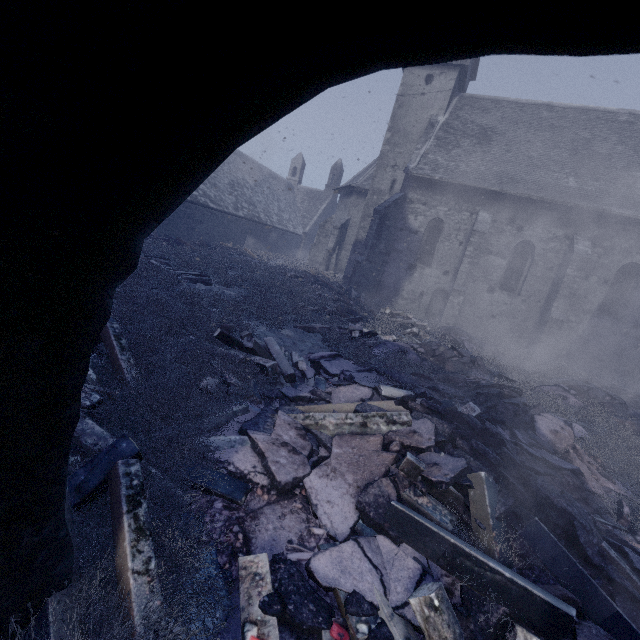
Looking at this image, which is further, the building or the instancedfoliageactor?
the building

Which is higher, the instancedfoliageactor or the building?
the building

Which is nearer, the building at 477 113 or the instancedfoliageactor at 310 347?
the instancedfoliageactor at 310 347

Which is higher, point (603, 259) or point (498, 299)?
point (603, 259)

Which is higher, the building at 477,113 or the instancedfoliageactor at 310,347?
the building at 477,113
